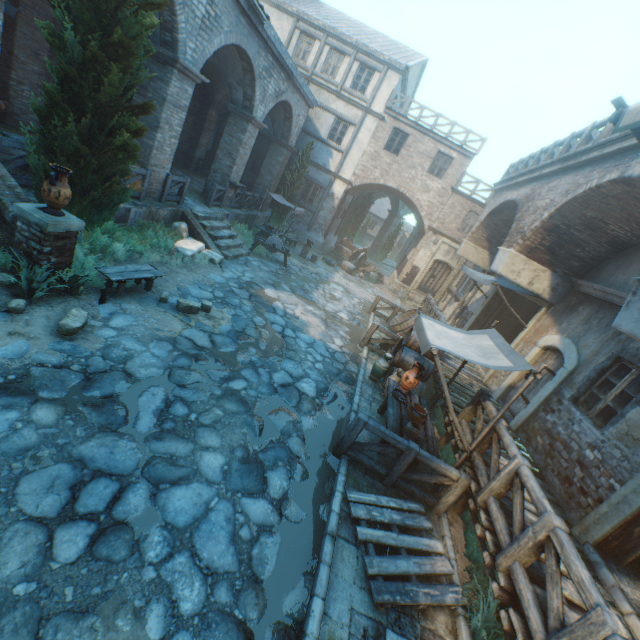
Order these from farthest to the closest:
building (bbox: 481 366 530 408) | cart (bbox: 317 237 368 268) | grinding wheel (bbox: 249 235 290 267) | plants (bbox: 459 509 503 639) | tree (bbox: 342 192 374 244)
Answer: tree (bbox: 342 192 374 244)
cart (bbox: 317 237 368 268)
grinding wheel (bbox: 249 235 290 267)
building (bbox: 481 366 530 408)
plants (bbox: 459 509 503 639)

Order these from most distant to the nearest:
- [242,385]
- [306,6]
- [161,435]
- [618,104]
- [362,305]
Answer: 1. [306,6]
2. [362,305]
3. [242,385]
4. [161,435]
5. [618,104]

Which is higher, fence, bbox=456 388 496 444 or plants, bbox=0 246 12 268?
fence, bbox=456 388 496 444

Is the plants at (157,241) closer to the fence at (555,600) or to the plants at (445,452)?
the fence at (555,600)

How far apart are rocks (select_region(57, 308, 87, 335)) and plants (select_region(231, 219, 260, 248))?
9.3m

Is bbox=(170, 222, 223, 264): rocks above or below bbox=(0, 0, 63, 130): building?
below

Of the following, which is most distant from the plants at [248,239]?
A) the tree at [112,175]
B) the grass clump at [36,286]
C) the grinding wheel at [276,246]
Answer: the grass clump at [36,286]

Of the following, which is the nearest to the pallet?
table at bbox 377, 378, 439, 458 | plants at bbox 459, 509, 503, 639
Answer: plants at bbox 459, 509, 503, 639
